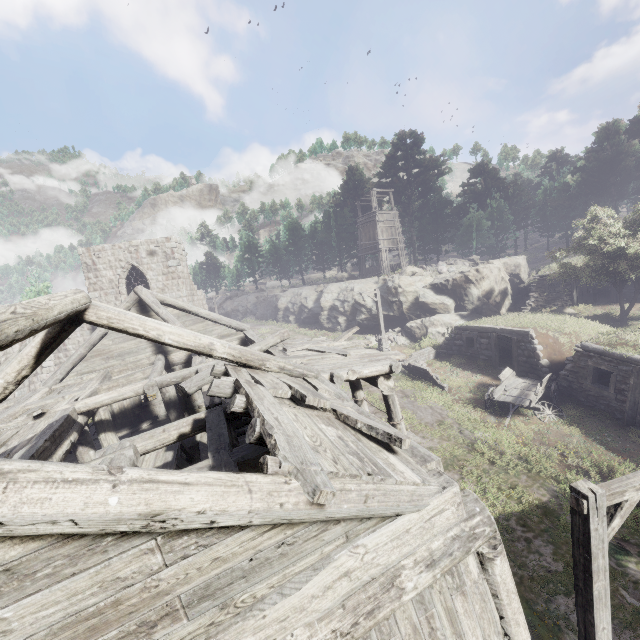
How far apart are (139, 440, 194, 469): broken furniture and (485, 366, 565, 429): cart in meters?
13.2

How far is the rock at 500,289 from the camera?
25.4 meters

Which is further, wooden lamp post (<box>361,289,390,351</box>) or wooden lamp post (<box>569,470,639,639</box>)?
wooden lamp post (<box>361,289,390,351</box>)

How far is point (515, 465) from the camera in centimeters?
1125cm

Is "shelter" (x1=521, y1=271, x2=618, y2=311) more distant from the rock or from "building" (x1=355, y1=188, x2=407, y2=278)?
"building" (x1=355, y1=188, x2=407, y2=278)

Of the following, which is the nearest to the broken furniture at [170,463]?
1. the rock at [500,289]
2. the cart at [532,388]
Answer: the cart at [532,388]

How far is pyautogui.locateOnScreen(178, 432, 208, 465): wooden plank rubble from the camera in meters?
10.7 m

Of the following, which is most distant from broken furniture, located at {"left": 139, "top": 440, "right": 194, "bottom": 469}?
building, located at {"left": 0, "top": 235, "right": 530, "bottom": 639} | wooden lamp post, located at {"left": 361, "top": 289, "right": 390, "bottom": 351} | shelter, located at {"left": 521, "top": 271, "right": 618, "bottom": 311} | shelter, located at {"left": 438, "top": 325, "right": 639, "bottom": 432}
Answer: shelter, located at {"left": 521, "top": 271, "right": 618, "bottom": 311}
